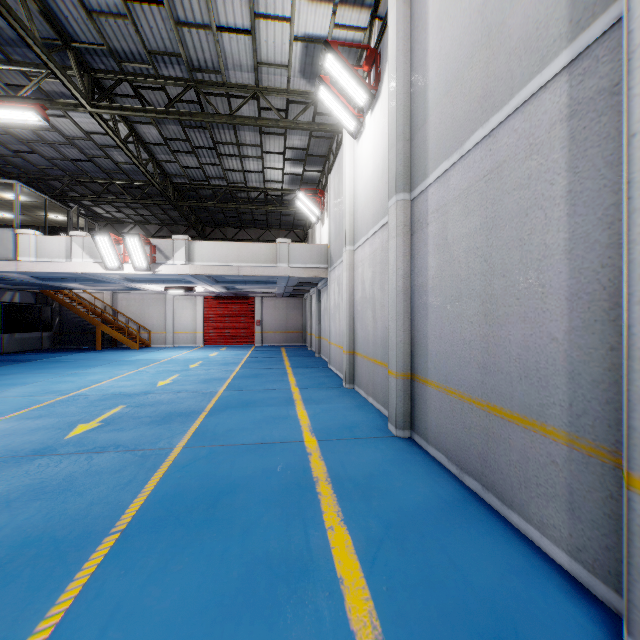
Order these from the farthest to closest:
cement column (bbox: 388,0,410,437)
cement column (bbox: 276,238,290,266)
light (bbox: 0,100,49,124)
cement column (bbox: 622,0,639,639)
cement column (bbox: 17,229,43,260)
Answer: cement column (bbox: 276,238,290,266), cement column (bbox: 17,229,43,260), light (bbox: 0,100,49,124), cement column (bbox: 388,0,410,437), cement column (bbox: 622,0,639,639)

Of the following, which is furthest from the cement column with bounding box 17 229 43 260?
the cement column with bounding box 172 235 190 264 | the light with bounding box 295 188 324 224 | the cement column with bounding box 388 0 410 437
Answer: the cement column with bounding box 388 0 410 437

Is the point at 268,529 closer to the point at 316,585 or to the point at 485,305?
the point at 316,585

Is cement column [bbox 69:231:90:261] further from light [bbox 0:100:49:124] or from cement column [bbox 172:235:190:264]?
light [bbox 0:100:49:124]

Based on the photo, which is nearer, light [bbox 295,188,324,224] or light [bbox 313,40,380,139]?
→ light [bbox 313,40,380,139]

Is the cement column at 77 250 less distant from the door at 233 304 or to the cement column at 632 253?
the door at 233 304

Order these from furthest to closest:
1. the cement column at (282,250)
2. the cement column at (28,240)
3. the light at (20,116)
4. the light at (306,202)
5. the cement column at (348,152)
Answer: the light at (306,202) < the cement column at (282,250) < the cement column at (28,240) < the cement column at (348,152) < the light at (20,116)

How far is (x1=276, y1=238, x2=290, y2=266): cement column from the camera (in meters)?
13.30
